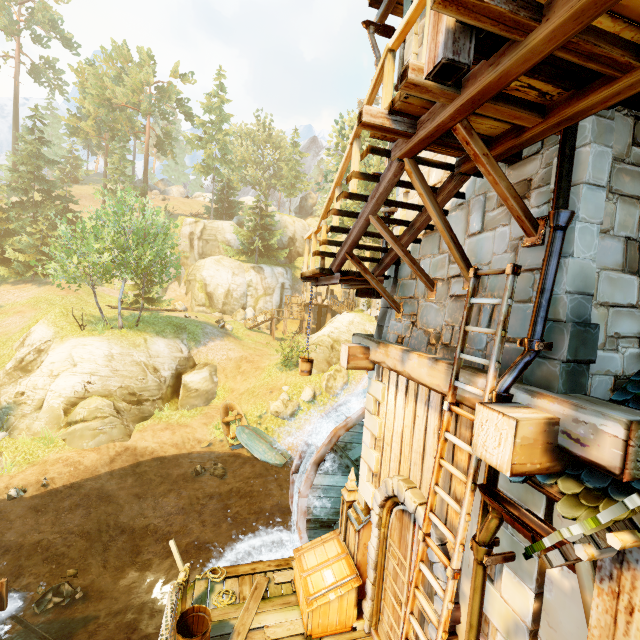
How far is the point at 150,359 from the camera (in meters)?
21.41

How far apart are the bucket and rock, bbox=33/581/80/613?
11.6 meters

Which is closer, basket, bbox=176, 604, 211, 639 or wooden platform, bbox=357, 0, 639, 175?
wooden platform, bbox=357, 0, 639, 175

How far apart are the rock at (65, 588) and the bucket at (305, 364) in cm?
1163

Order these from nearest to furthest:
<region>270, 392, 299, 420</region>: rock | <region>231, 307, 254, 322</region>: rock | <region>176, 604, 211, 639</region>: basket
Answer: <region>176, 604, 211, 639</region>: basket → <region>270, 392, 299, 420</region>: rock → <region>231, 307, 254, 322</region>: rock

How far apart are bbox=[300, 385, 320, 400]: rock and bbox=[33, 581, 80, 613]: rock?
13.14m

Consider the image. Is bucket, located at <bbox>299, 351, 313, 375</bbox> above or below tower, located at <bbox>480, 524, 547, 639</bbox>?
above

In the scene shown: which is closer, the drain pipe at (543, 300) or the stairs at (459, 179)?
the drain pipe at (543, 300)
